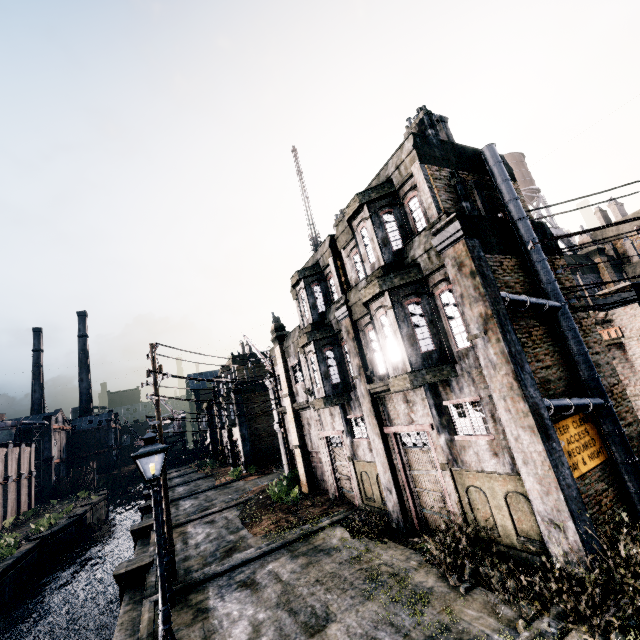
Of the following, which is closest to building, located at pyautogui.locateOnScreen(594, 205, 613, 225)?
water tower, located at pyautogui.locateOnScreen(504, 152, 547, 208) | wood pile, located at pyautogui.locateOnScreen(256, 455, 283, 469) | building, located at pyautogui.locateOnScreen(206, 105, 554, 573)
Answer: water tower, located at pyautogui.locateOnScreen(504, 152, 547, 208)

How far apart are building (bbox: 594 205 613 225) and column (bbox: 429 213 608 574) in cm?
2468

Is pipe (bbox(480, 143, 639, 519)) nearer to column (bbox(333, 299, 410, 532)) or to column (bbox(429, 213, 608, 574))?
column (bbox(429, 213, 608, 574))

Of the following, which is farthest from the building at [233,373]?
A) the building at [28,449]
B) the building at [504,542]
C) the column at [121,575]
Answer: the building at [504,542]

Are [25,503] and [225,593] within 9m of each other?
no

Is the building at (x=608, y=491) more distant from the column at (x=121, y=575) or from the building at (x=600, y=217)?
the building at (x=600, y=217)

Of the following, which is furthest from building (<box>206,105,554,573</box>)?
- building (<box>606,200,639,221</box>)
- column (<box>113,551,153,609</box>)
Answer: building (<box>606,200,639,221</box>)

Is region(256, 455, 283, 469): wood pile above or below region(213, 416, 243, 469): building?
below
